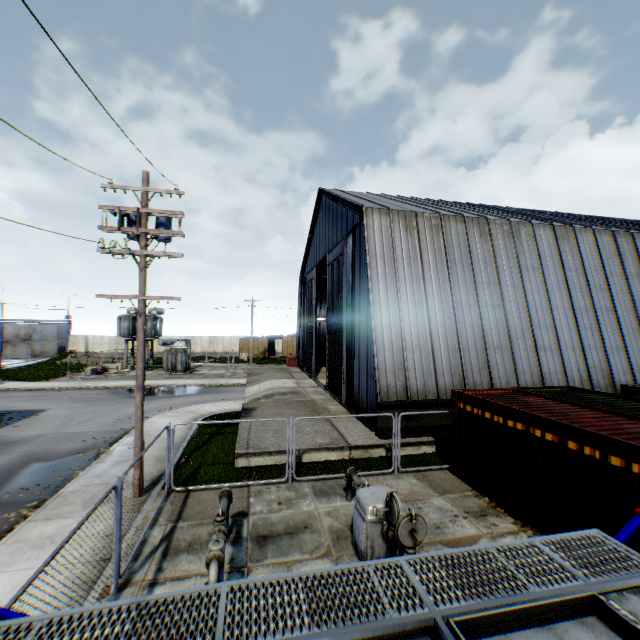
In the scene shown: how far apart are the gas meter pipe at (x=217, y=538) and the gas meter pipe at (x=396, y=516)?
2.8 meters

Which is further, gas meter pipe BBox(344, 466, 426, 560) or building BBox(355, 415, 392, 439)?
building BBox(355, 415, 392, 439)

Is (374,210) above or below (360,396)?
above

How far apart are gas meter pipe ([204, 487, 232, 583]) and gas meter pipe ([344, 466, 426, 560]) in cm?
282

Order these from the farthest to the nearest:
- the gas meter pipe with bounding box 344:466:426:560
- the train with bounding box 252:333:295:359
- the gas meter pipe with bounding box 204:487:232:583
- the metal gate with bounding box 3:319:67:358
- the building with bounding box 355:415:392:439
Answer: the metal gate with bounding box 3:319:67:358, the train with bounding box 252:333:295:359, the building with bounding box 355:415:392:439, the gas meter pipe with bounding box 344:466:426:560, the gas meter pipe with bounding box 204:487:232:583

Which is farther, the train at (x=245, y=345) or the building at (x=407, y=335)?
the train at (x=245, y=345)

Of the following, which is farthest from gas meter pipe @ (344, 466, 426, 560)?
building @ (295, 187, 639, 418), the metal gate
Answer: the metal gate
